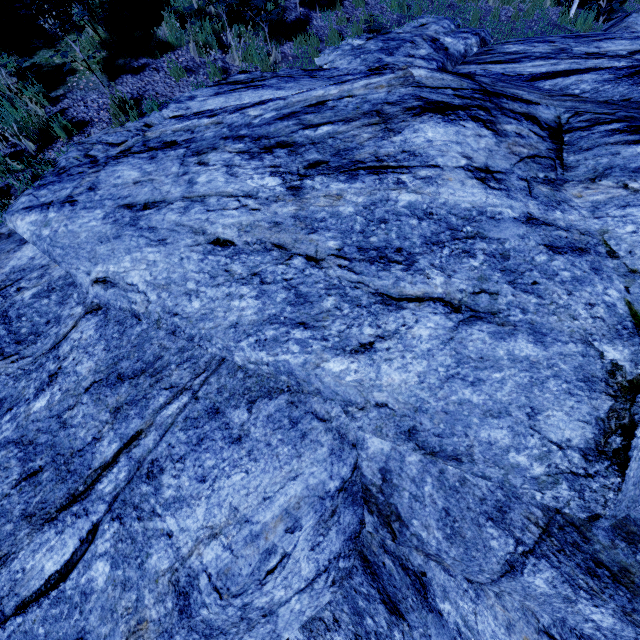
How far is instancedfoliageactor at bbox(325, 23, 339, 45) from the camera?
7.02m

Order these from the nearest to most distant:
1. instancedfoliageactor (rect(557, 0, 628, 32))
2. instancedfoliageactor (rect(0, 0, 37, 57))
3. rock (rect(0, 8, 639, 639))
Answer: rock (rect(0, 8, 639, 639)) < instancedfoliageactor (rect(0, 0, 37, 57)) < instancedfoliageactor (rect(557, 0, 628, 32))

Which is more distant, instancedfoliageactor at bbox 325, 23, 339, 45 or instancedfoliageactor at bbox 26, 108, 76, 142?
instancedfoliageactor at bbox 325, 23, 339, 45

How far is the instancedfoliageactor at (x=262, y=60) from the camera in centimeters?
641cm

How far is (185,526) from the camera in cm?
204

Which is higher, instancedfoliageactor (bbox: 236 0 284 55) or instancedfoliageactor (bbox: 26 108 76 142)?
instancedfoliageactor (bbox: 26 108 76 142)

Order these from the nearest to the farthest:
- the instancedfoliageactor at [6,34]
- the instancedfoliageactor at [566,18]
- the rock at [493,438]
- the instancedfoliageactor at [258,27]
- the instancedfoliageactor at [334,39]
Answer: the rock at [493,438] → the instancedfoliageactor at [6,34] → the instancedfoliageactor at [258,27] → the instancedfoliageactor at [334,39] → the instancedfoliageactor at [566,18]
